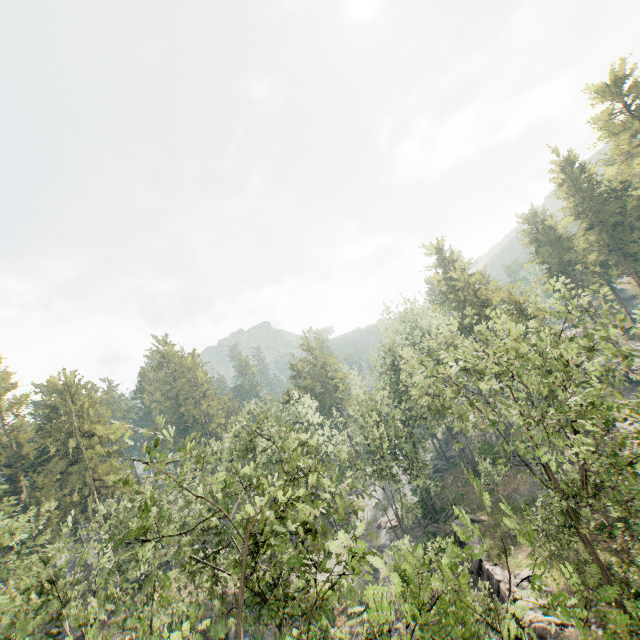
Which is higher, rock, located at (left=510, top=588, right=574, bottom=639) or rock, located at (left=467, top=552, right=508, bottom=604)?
rock, located at (left=510, top=588, right=574, bottom=639)

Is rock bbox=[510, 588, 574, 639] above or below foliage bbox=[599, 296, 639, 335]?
below

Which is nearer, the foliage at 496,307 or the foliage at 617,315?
the foliage at 496,307

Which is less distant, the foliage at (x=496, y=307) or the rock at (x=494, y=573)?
the foliage at (x=496, y=307)

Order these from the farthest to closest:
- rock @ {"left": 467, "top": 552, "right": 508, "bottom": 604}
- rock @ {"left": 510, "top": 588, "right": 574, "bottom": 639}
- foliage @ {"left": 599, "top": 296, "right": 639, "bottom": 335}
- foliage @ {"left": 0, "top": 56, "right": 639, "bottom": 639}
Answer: rock @ {"left": 467, "top": 552, "right": 508, "bottom": 604} < rock @ {"left": 510, "top": 588, "right": 574, "bottom": 639} < foliage @ {"left": 599, "top": 296, "right": 639, "bottom": 335} < foliage @ {"left": 0, "top": 56, "right": 639, "bottom": 639}

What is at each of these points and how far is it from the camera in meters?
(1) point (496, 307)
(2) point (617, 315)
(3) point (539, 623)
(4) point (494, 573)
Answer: (1) foliage, 47.1 m
(2) foliage, 11.3 m
(3) rock, 19.7 m
(4) rock, 25.9 m

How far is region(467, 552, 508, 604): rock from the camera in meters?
24.6
